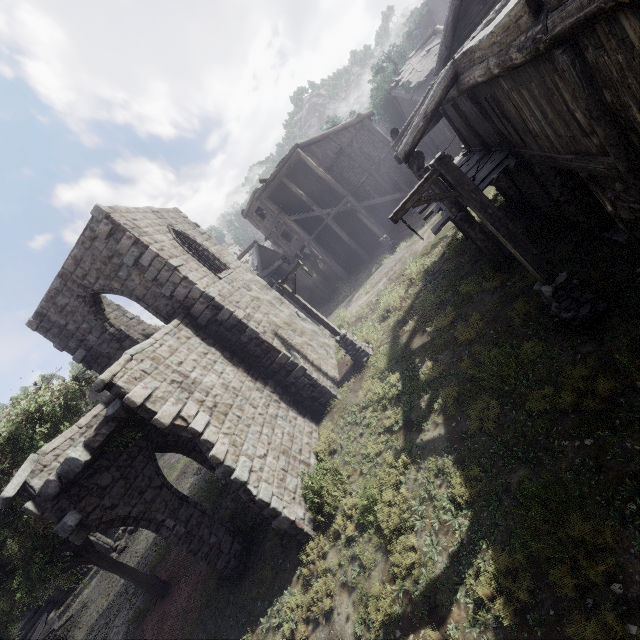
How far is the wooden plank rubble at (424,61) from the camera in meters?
23.0

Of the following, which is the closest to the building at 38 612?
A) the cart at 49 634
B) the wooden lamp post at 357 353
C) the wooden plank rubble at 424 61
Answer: the wooden plank rubble at 424 61

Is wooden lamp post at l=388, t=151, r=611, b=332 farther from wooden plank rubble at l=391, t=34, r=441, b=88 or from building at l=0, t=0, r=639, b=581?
wooden plank rubble at l=391, t=34, r=441, b=88

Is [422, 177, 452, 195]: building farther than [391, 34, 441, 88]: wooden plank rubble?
No

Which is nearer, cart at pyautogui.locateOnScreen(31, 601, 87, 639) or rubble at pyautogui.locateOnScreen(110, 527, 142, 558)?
cart at pyautogui.locateOnScreen(31, 601, 87, 639)

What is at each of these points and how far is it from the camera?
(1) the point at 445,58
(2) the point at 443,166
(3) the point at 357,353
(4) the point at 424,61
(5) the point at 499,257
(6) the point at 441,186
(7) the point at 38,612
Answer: (1) building, 11.7m
(2) wooden lamp post, 6.1m
(3) wooden lamp post, 14.3m
(4) wooden plank rubble, 23.8m
(5) building, 10.6m
(6) building, 9.8m
(7) building, 21.1m

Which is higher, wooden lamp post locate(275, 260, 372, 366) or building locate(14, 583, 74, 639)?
building locate(14, 583, 74, 639)

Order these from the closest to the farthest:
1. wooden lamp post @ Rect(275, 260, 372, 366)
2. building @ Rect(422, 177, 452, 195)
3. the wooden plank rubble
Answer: building @ Rect(422, 177, 452, 195) < wooden lamp post @ Rect(275, 260, 372, 366) < the wooden plank rubble
